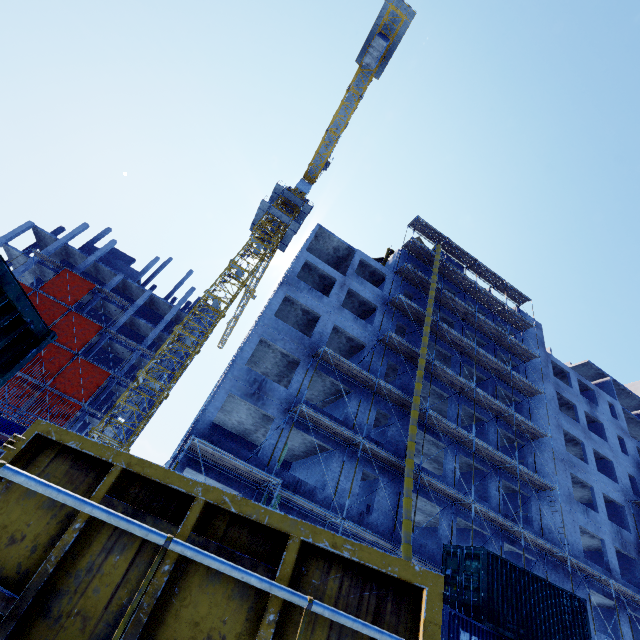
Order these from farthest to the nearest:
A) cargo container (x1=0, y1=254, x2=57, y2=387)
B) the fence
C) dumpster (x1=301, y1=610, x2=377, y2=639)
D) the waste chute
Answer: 1. the waste chute
2. the fence
3. cargo container (x1=0, y1=254, x2=57, y2=387)
4. dumpster (x1=301, y1=610, x2=377, y2=639)

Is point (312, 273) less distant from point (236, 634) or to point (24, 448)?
point (24, 448)

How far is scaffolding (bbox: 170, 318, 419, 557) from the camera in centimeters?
1369cm

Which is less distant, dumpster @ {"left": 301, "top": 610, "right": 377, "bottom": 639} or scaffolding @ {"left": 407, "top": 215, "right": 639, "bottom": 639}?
dumpster @ {"left": 301, "top": 610, "right": 377, "bottom": 639}

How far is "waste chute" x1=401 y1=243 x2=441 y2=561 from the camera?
14.6 meters

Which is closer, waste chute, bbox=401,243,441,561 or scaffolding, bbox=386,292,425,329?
waste chute, bbox=401,243,441,561

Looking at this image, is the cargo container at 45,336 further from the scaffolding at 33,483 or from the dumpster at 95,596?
the scaffolding at 33,483

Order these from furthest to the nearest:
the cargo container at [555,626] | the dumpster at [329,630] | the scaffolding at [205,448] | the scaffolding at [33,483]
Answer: the scaffolding at [205,448] < the cargo container at [555,626] < the dumpster at [329,630] < the scaffolding at [33,483]
